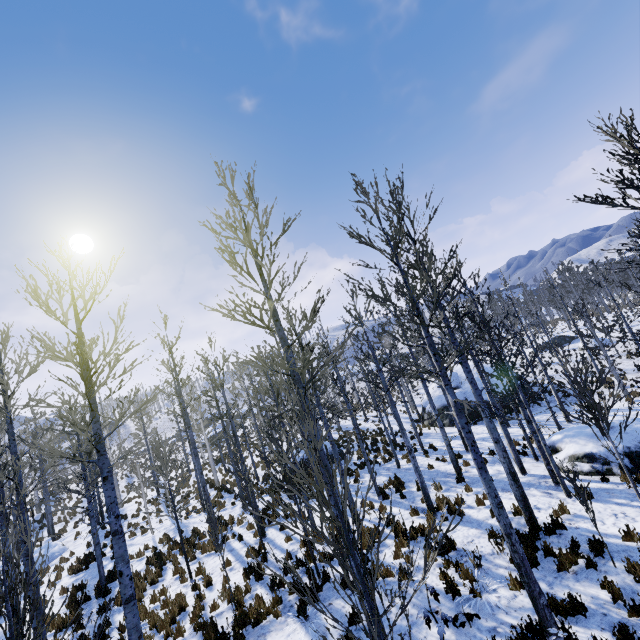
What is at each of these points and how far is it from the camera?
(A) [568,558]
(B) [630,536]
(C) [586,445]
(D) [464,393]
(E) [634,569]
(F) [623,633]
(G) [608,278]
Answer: (A) instancedfoliageactor, 7.04m
(B) instancedfoliageactor, 7.32m
(C) rock, 11.75m
(D) rock, 25.25m
(E) instancedfoliageactor, 6.27m
(F) instancedfoliageactor, 5.08m
(G) instancedfoliageactor, 50.06m

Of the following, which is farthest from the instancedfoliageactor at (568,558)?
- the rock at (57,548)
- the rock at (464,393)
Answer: the rock at (464,393)

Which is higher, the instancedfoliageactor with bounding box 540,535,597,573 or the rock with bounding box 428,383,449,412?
the rock with bounding box 428,383,449,412

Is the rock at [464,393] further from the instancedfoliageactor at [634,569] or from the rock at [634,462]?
the rock at [634,462]

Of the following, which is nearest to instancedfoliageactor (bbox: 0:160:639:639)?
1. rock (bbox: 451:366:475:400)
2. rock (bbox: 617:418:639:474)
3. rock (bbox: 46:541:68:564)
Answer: rock (bbox: 617:418:639:474)

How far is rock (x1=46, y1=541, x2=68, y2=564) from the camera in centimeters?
1839cm

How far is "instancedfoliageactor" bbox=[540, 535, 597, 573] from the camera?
6.8 meters
